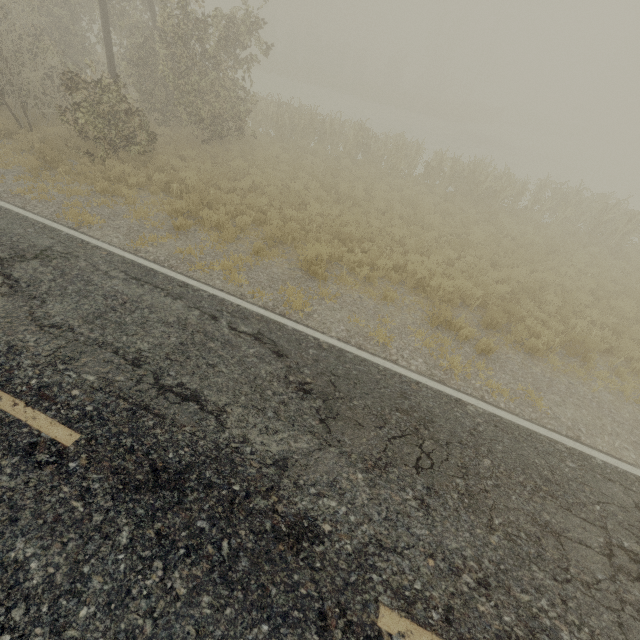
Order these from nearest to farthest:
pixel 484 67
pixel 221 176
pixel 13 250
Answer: pixel 13 250 → pixel 221 176 → pixel 484 67
